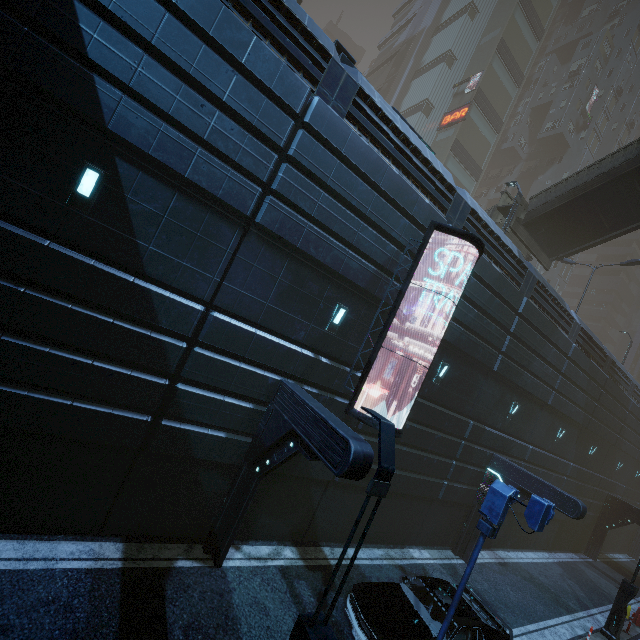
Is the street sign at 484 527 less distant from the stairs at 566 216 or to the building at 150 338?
the building at 150 338

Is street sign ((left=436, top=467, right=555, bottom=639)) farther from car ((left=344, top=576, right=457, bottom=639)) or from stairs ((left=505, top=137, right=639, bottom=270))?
stairs ((left=505, top=137, right=639, bottom=270))

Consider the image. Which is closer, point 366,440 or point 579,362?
point 366,440

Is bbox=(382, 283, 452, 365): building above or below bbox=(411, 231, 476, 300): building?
below

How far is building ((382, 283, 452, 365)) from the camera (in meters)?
10.86

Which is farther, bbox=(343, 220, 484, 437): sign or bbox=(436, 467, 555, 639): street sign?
bbox=(343, 220, 484, 437): sign

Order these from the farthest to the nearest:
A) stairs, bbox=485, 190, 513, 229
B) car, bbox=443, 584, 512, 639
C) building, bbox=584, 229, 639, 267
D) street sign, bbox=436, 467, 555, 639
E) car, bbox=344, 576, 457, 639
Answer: building, bbox=584, 229, 639, 267
stairs, bbox=485, 190, 513, 229
car, bbox=443, 584, 512, 639
car, bbox=344, 576, 457, 639
street sign, bbox=436, 467, 555, 639

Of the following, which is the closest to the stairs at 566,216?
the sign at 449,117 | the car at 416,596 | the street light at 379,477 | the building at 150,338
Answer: the building at 150,338
